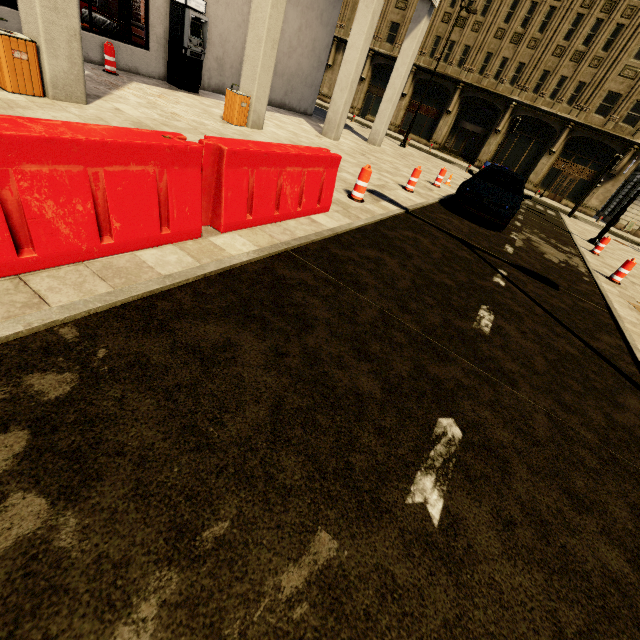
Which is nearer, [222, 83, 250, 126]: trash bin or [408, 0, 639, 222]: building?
[222, 83, 250, 126]: trash bin

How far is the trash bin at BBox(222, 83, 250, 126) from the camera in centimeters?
871cm

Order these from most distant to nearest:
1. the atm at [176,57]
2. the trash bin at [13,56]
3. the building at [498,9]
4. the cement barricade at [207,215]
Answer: the building at [498,9] → the atm at [176,57] → the trash bin at [13,56] → the cement barricade at [207,215]

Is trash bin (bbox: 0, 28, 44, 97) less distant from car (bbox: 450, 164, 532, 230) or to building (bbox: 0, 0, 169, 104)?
building (bbox: 0, 0, 169, 104)

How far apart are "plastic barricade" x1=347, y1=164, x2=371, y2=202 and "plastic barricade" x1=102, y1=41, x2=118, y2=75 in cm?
809

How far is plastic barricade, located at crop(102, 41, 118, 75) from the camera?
8.86m

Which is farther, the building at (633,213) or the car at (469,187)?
the building at (633,213)

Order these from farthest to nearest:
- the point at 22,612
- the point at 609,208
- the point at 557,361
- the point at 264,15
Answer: the point at 609,208, the point at 264,15, the point at 557,361, the point at 22,612
